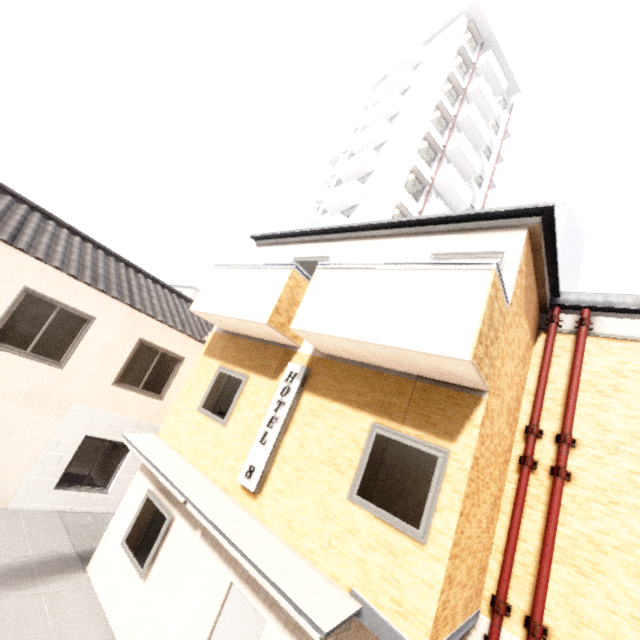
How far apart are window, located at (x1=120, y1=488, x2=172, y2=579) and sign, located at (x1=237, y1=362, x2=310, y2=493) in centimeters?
174cm

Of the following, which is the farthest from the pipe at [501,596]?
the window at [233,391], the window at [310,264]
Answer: the window at [233,391]

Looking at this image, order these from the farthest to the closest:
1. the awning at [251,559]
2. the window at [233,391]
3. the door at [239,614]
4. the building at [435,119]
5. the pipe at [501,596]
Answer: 1. the building at [435,119]
2. the window at [233,391]
3. the pipe at [501,596]
4. the door at [239,614]
5. the awning at [251,559]

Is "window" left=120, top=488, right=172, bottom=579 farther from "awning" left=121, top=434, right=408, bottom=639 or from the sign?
the sign

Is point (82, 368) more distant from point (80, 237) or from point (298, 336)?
point (298, 336)

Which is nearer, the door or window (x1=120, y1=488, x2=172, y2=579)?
the door

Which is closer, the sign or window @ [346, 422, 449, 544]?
window @ [346, 422, 449, 544]

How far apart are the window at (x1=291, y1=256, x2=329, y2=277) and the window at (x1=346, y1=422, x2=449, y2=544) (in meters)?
3.28
